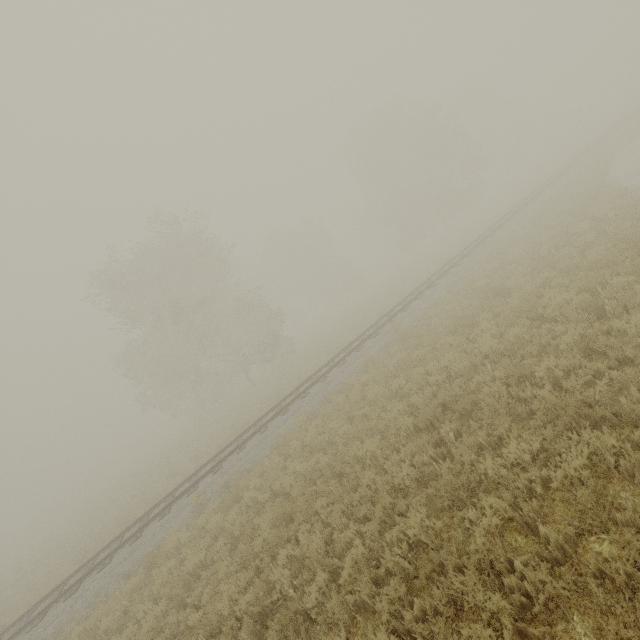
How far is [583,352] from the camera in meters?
6.8
